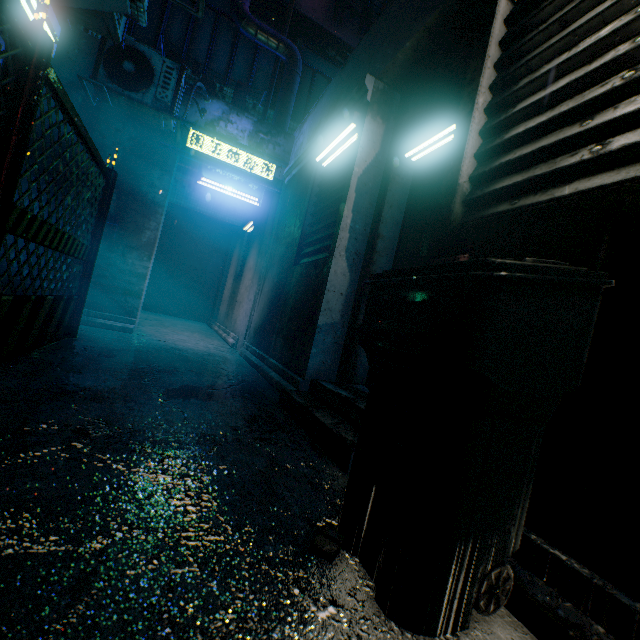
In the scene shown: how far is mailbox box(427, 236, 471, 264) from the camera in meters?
1.5

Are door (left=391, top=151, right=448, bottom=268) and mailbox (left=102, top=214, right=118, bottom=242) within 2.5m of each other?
no

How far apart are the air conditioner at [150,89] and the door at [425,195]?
3.21m

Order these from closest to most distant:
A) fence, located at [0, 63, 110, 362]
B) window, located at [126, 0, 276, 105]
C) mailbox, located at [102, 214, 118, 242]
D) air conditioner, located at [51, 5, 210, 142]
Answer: fence, located at [0, 63, 110, 362]
air conditioner, located at [51, 5, 210, 142]
mailbox, located at [102, 214, 118, 242]
window, located at [126, 0, 276, 105]

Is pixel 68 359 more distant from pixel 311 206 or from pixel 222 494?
pixel 311 206

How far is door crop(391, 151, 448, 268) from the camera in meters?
2.6 m

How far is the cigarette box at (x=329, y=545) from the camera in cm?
96

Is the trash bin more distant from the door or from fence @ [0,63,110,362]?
fence @ [0,63,110,362]
